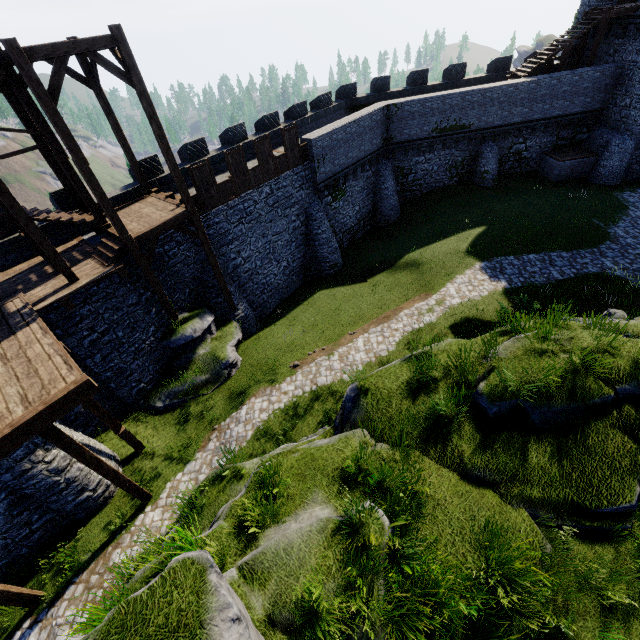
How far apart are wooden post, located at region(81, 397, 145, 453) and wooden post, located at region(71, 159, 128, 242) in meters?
5.2 m

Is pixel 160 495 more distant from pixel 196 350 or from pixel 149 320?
pixel 149 320

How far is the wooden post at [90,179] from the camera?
10.8m

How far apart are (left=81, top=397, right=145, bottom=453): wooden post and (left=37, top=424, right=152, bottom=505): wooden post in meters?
1.8 m

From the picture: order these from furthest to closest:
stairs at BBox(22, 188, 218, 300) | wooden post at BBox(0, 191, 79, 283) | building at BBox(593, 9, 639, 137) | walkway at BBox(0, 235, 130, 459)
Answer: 1. building at BBox(593, 9, 639, 137)
2. stairs at BBox(22, 188, 218, 300)
3. wooden post at BBox(0, 191, 79, 283)
4. walkway at BBox(0, 235, 130, 459)

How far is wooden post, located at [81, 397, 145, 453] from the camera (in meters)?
10.88

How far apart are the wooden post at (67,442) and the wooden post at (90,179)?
7.1m

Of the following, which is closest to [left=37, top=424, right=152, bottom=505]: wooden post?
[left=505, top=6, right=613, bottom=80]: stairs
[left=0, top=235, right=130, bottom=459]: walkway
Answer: [left=0, top=235, right=130, bottom=459]: walkway
